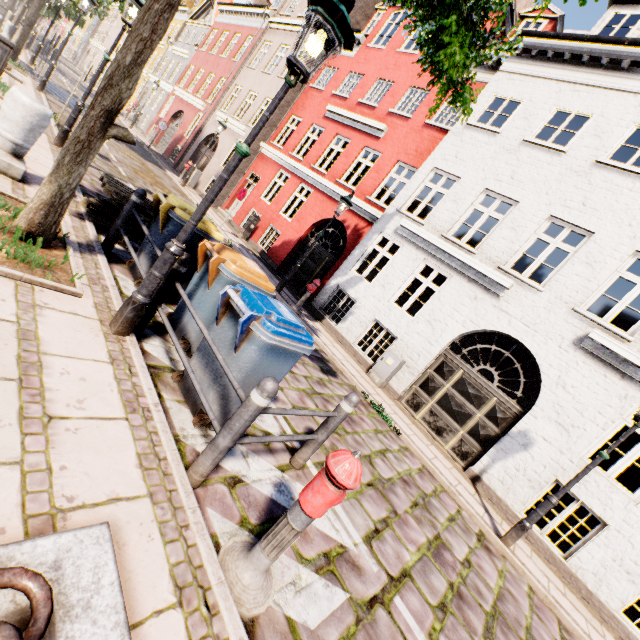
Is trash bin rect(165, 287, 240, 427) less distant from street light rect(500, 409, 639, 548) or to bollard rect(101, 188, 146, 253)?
bollard rect(101, 188, 146, 253)

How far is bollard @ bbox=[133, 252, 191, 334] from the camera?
3.5m

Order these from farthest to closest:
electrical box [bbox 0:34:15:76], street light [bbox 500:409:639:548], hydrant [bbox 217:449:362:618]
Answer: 1. electrical box [bbox 0:34:15:76]
2. street light [bbox 500:409:639:548]
3. hydrant [bbox 217:449:362:618]

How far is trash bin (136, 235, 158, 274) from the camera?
4.52m

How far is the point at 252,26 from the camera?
20.34m

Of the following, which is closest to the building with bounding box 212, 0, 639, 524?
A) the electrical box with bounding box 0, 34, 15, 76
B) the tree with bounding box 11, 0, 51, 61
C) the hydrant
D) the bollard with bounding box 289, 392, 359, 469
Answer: the tree with bounding box 11, 0, 51, 61

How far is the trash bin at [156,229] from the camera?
4.3m

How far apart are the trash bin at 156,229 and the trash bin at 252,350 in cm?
165
